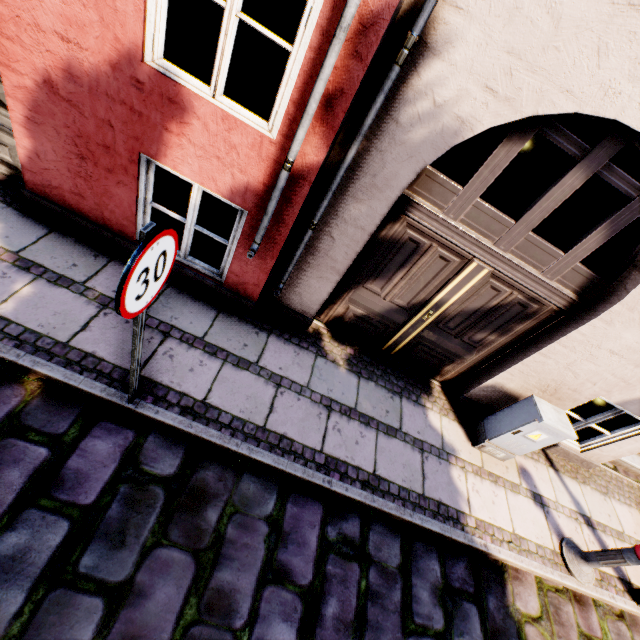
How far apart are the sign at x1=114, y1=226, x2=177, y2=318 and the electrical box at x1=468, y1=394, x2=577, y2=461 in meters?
4.1 m

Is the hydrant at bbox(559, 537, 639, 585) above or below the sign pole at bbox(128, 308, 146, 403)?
below

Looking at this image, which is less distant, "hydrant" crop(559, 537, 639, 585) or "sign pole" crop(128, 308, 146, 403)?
"sign pole" crop(128, 308, 146, 403)

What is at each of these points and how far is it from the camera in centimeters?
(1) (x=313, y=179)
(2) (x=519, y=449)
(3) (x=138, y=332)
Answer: (1) building, 282cm
(2) electrical box, 422cm
(3) sign pole, 211cm

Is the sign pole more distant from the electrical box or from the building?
the electrical box

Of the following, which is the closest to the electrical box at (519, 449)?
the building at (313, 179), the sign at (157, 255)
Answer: the building at (313, 179)

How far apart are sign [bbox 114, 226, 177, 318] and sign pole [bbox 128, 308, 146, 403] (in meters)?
0.04

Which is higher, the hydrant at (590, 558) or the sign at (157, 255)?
the sign at (157, 255)
